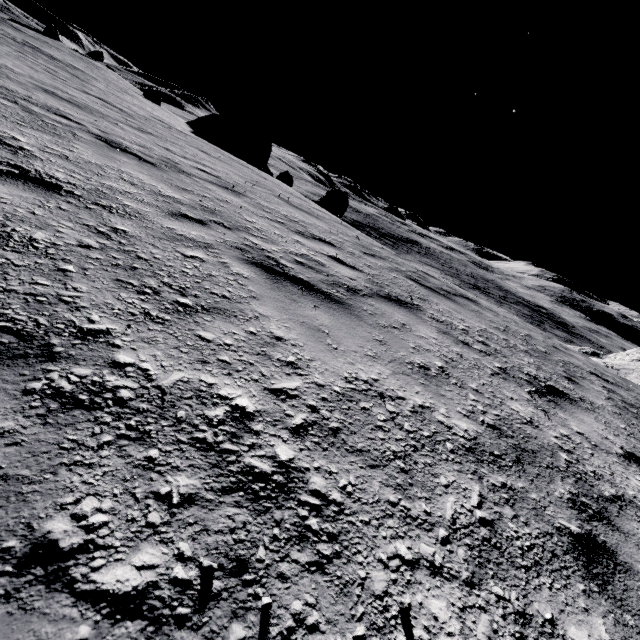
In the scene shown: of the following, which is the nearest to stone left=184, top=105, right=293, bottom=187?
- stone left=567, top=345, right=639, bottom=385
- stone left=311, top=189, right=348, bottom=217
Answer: stone left=311, top=189, right=348, bottom=217

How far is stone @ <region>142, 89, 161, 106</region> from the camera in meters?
32.4

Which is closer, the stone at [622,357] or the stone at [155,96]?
the stone at [622,357]

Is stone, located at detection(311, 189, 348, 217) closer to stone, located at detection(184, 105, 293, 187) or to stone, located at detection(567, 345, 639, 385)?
stone, located at detection(184, 105, 293, 187)

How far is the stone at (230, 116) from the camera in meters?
31.0 m

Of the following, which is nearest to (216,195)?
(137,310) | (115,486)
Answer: (137,310)

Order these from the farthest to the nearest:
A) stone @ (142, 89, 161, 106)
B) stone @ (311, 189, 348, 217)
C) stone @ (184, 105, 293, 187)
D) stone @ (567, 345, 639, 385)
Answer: stone @ (142, 89, 161, 106)
stone @ (184, 105, 293, 187)
stone @ (311, 189, 348, 217)
stone @ (567, 345, 639, 385)
